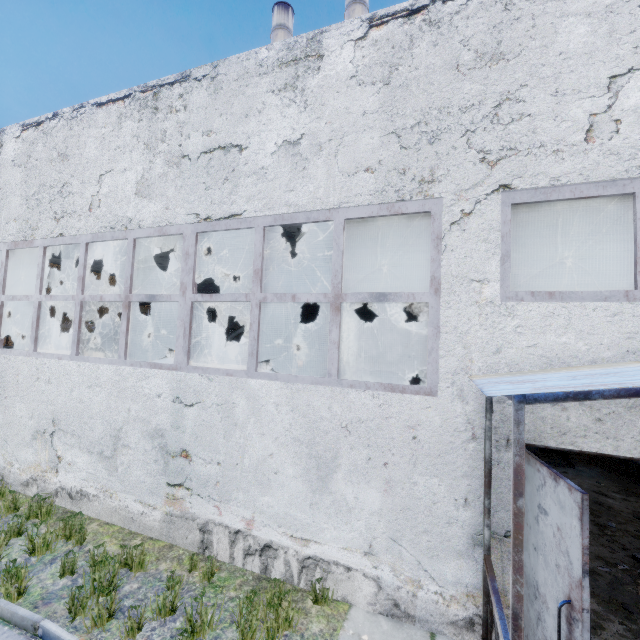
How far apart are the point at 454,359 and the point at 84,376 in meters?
6.5 m

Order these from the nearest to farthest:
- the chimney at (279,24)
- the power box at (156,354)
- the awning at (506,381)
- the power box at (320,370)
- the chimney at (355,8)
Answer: the awning at (506,381) → the power box at (320,370) → the power box at (156,354) → the chimney at (355,8) → the chimney at (279,24)

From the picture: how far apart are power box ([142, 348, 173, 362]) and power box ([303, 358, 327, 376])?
7.3 meters

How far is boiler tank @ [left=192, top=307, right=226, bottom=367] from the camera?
13.4 meters

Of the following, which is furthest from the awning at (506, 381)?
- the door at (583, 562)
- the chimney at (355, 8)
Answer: the chimney at (355, 8)

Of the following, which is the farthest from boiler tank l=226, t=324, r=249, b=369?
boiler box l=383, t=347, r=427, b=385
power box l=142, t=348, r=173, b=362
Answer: power box l=142, t=348, r=173, b=362

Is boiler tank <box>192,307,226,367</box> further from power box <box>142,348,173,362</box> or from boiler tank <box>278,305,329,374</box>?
boiler tank <box>278,305,329,374</box>
